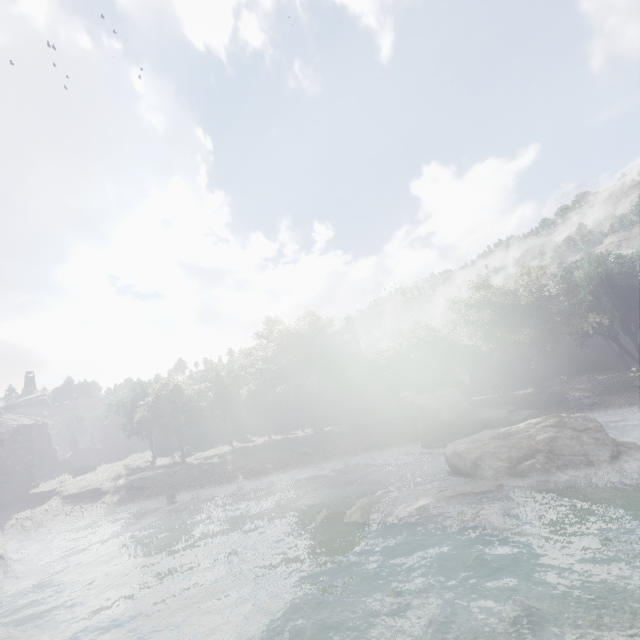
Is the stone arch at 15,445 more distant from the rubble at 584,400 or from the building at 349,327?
the rubble at 584,400

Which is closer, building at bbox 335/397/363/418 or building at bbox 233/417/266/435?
building at bbox 233/417/266/435

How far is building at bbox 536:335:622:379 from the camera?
38.9 meters

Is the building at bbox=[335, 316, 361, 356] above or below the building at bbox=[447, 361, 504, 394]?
above

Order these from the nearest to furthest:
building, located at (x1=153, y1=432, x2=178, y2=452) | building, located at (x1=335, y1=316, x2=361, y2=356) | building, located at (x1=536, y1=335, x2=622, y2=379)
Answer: building, located at (x1=536, y1=335, x2=622, y2=379) → building, located at (x1=153, y1=432, x2=178, y2=452) → building, located at (x1=335, y1=316, x2=361, y2=356)

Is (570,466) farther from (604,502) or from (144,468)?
(144,468)
